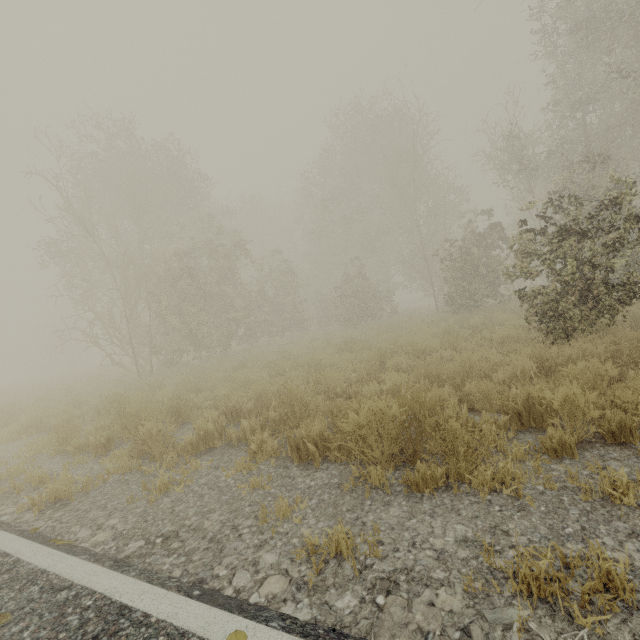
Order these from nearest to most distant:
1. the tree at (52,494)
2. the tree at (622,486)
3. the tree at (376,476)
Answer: the tree at (622,486), the tree at (376,476), the tree at (52,494)

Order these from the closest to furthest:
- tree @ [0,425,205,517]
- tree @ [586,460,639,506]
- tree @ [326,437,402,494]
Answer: tree @ [586,460,639,506]
tree @ [326,437,402,494]
tree @ [0,425,205,517]

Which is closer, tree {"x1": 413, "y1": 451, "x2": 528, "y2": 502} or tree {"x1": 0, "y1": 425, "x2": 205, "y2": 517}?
tree {"x1": 413, "y1": 451, "x2": 528, "y2": 502}

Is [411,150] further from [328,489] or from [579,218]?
[328,489]

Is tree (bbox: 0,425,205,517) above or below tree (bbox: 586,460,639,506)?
above

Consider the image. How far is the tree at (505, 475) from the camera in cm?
258
